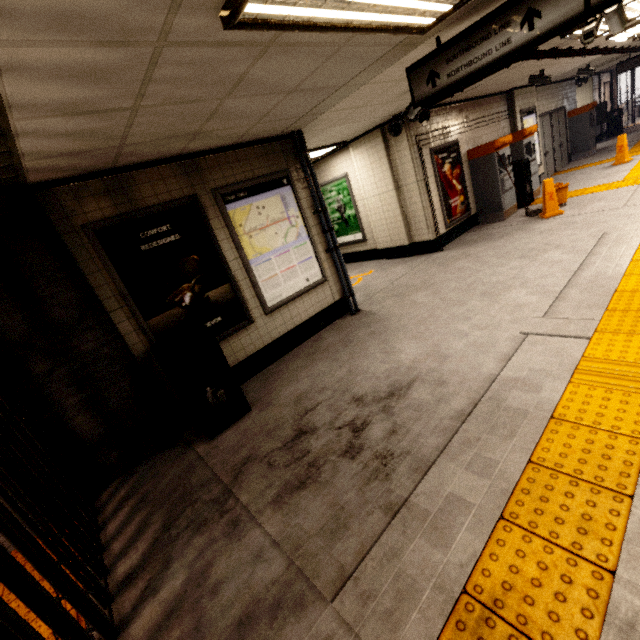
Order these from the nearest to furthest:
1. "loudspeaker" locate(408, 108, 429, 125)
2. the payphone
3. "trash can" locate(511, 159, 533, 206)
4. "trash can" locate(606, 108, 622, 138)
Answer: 1. "loudspeaker" locate(408, 108, 429, 125)
2. "trash can" locate(511, 159, 533, 206)
3. the payphone
4. "trash can" locate(606, 108, 622, 138)

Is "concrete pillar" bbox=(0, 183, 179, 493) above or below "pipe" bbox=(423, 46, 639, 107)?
below

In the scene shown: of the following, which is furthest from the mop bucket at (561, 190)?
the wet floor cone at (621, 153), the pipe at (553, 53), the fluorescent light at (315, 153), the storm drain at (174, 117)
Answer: the storm drain at (174, 117)

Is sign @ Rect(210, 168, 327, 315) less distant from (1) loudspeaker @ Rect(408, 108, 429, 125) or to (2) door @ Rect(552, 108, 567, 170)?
(1) loudspeaker @ Rect(408, 108, 429, 125)

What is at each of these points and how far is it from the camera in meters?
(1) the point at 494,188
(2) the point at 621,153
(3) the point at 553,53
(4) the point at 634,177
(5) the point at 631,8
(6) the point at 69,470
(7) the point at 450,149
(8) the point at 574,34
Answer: (1) ticket machine, 7.9
(2) wet floor cone, 9.4
(3) pipe, 5.9
(4) groundtactileadastrip, 7.6
(5) fluorescent light, 4.7
(6) gate, 3.1
(7) sign, 7.5
(8) fluorescent light, 5.0

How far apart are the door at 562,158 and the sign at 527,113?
2.1 meters

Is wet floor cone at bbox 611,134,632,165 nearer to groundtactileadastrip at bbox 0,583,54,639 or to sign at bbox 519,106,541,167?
groundtactileadastrip at bbox 0,583,54,639

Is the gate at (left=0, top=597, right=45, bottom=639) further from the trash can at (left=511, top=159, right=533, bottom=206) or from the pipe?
the trash can at (left=511, top=159, right=533, bottom=206)
